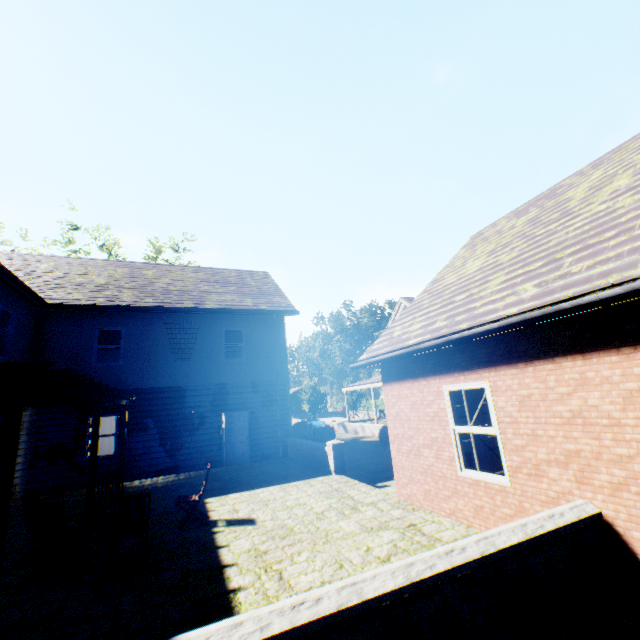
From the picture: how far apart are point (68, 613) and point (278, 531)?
3.2 meters

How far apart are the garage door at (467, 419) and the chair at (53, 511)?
6.78m

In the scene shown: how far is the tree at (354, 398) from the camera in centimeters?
4547cm

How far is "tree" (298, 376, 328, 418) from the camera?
43.38m

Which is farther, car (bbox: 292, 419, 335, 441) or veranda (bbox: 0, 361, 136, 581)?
car (bbox: 292, 419, 335, 441)

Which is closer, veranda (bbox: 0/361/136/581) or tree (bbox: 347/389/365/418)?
veranda (bbox: 0/361/136/581)

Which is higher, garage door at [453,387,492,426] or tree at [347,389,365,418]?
tree at [347,389,365,418]

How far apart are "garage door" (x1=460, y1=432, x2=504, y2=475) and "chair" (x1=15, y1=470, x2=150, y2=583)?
6.8 meters
